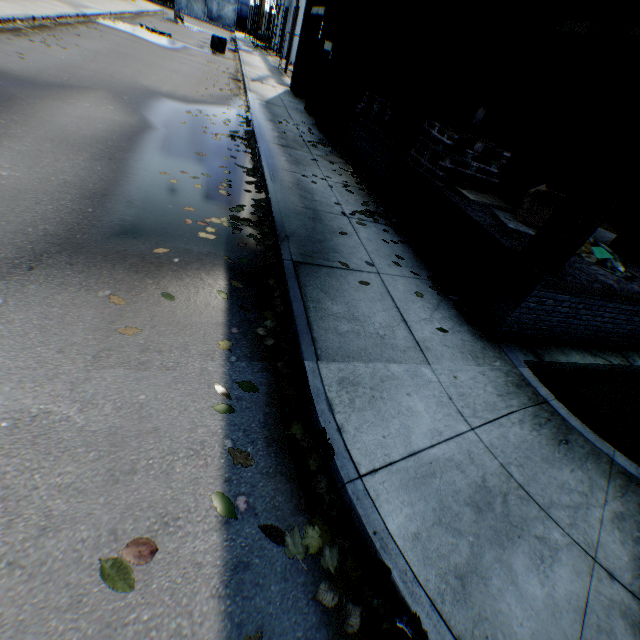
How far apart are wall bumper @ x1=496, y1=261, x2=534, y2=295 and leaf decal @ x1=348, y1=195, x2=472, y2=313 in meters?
0.3 m

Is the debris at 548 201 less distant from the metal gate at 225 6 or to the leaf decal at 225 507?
the leaf decal at 225 507

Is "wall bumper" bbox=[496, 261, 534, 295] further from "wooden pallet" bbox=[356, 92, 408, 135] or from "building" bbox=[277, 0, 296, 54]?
"building" bbox=[277, 0, 296, 54]

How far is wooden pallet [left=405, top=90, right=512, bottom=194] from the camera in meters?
5.7 m

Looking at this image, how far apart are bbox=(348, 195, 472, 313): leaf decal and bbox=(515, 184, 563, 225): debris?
1.6 meters

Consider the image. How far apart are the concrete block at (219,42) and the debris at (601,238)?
25.5m

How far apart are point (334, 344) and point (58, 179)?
4.6m

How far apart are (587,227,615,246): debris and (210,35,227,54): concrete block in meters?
25.5
